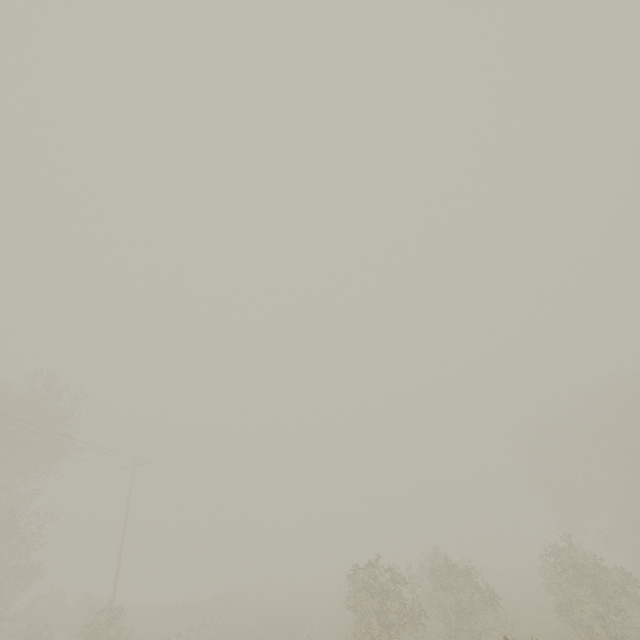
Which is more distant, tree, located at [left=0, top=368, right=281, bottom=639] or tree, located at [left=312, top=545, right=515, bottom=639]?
tree, located at [left=0, top=368, right=281, bottom=639]

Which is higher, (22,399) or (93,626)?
(22,399)

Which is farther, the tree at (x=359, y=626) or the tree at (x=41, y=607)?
the tree at (x=41, y=607)
